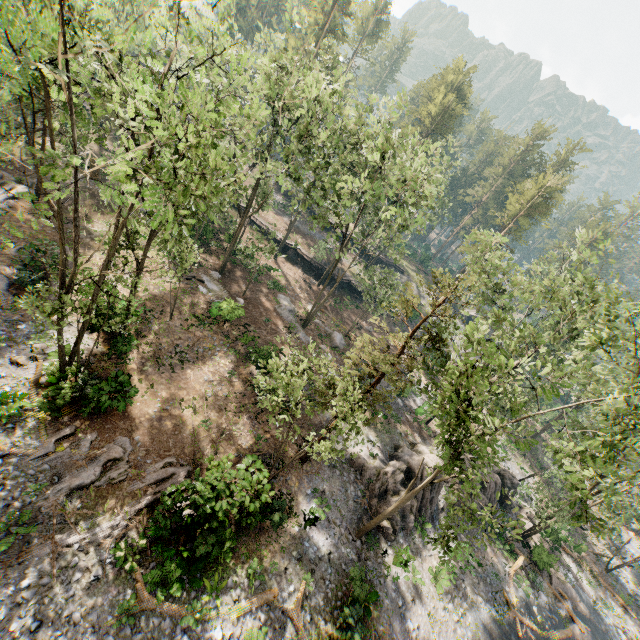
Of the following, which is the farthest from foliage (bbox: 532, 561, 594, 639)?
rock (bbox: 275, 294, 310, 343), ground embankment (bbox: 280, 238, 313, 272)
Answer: rock (bbox: 275, 294, 310, 343)

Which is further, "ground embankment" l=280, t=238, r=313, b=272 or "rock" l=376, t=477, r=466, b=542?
"ground embankment" l=280, t=238, r=313, b=272

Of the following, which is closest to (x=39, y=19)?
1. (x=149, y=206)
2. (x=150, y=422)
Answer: (x=149, y=206)

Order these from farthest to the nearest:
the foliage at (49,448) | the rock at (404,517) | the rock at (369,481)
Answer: the rock at (369,481) < the rock at (404,517) < the foliage at (49,448)

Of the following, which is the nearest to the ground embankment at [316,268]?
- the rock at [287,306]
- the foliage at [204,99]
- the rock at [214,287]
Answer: the foliage at [204,99]

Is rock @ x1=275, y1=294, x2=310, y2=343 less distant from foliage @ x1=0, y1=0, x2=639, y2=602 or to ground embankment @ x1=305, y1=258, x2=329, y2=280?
foliage @ x1=0, y1=0, x2=639, y2=602

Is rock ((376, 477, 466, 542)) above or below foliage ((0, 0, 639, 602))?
below
